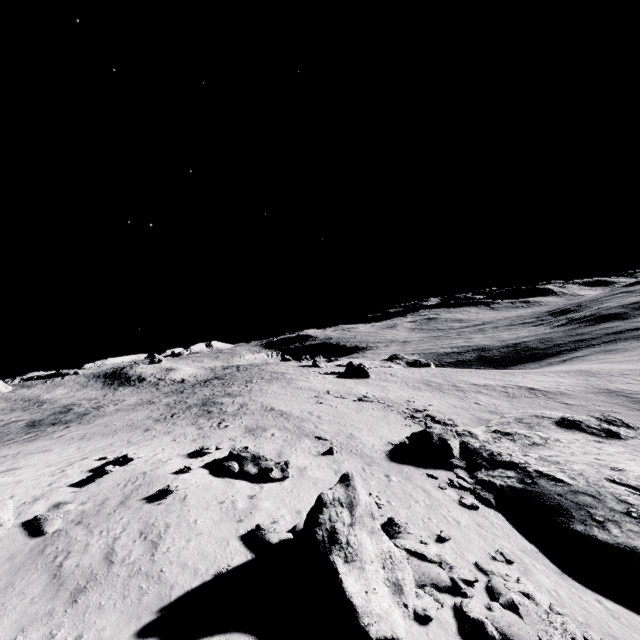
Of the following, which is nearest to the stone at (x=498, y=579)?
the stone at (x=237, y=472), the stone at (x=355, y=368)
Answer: the stone at (x=237, y=472)

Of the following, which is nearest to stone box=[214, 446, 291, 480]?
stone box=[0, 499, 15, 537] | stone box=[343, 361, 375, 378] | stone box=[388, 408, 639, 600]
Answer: stone box=[388, 408, 639, 600]

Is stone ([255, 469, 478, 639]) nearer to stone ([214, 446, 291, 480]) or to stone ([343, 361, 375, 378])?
stone ([214, 446, 291, 480])

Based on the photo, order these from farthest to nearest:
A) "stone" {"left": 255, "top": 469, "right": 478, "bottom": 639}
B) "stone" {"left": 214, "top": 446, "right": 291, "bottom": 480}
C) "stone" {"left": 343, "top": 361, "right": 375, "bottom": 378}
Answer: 1. "stone" {"left": 343, "top": 361, "right": 375, "bottom": 378}
2. "stone" {"left": 214, "top": 446, "right": 291, "bottom": 480}
3. "stone" {"left": 255, "top": 469, "right": 478, "bottom": 639}

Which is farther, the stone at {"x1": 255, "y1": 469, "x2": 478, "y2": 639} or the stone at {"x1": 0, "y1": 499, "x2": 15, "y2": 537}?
the stone at {"x1": 0, "y1": 499, "x2": 15, "y2": 537}

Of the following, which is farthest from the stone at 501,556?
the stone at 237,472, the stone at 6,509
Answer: the stone at 6,509

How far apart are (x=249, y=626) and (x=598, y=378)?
62.7 meters
